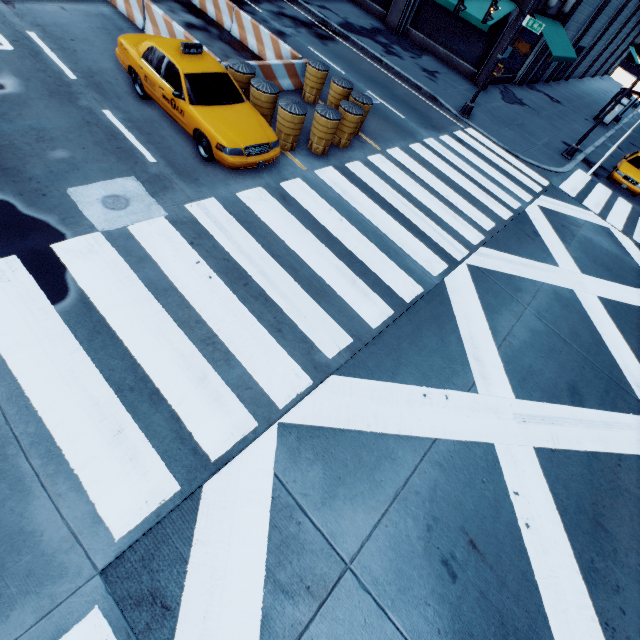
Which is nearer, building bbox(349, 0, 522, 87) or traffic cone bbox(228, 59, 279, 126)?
traffic cone bbox(228, 59, 279, 126)

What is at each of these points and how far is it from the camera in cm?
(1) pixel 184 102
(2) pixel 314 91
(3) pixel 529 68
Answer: (1) vehicle, 765
(2) traffic cone, 1170
(3) building, 2427

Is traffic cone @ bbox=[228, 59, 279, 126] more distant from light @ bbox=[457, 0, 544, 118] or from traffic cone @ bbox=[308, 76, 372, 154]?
light @ bbox=[457, 0, 544, 118]

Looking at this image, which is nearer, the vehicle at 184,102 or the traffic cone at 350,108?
the vehicle at 184,102

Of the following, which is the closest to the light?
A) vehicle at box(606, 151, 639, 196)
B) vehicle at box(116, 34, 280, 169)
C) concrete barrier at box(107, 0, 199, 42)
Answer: concrete barrier at box(107, 0, 199, 42)

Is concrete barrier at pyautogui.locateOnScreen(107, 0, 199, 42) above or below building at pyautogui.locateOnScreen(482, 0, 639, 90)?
below

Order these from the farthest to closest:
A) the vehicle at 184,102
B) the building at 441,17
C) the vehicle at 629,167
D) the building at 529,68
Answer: the building at 529,68 → the building at 441,17 → the vehicle at 629,167 → the vehicle at 184,102

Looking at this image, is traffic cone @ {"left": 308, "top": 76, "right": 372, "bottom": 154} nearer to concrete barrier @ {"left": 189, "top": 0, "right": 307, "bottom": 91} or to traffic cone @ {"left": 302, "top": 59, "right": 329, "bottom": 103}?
traffic cone @ {"left": 302, "top": 59, "right": 329, "bottom": 103}
